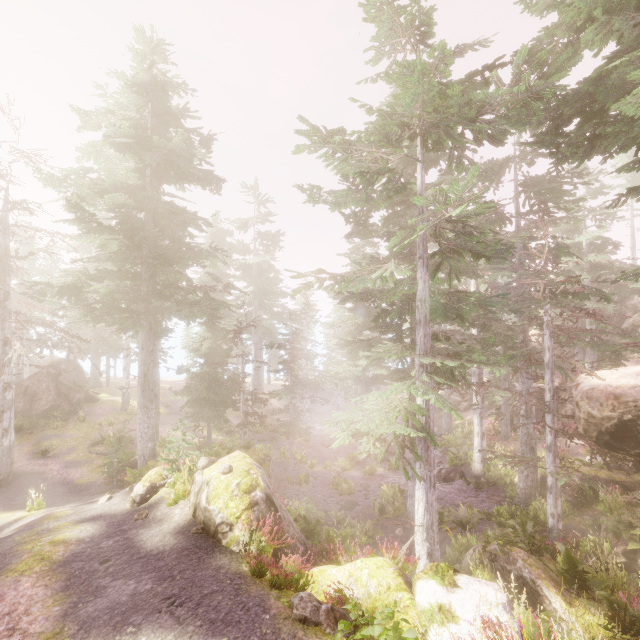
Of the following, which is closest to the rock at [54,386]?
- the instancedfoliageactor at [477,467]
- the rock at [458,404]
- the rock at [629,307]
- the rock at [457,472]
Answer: the instancedfoliageactor at [477,467]

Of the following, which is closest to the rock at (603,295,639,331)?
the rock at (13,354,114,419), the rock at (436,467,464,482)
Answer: the rock at (436,467,464,482)

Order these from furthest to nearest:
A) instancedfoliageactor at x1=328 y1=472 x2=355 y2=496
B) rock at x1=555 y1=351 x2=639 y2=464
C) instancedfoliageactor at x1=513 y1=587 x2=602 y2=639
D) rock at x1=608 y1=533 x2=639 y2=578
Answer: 1. instancedfoliageactor at x1=328 y1=472 x2=355 y2=496
2. rock at x1=608 y1=533 x2=639 y2=578
3. rock at x1=555 y1=351 x2=639 y2=464
4. instancedfoliageactor at x1=513 y1=587 x2=602 y2=639

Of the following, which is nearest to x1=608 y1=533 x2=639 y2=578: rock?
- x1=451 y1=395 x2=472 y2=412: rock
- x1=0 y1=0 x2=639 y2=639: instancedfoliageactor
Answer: x1=0 y1=0 x2=639 y2=639: instancedfoliageactor

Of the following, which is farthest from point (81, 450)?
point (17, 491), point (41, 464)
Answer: point (17, 491)

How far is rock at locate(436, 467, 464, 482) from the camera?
22.3m

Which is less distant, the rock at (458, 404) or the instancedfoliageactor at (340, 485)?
the instancedfoliageactor at (340, 485)

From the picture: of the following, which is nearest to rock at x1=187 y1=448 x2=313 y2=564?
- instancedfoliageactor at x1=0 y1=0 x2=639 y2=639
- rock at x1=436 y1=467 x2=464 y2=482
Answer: instancedfoliageactor at x1=0 y1=0 x2=639 y2=639
